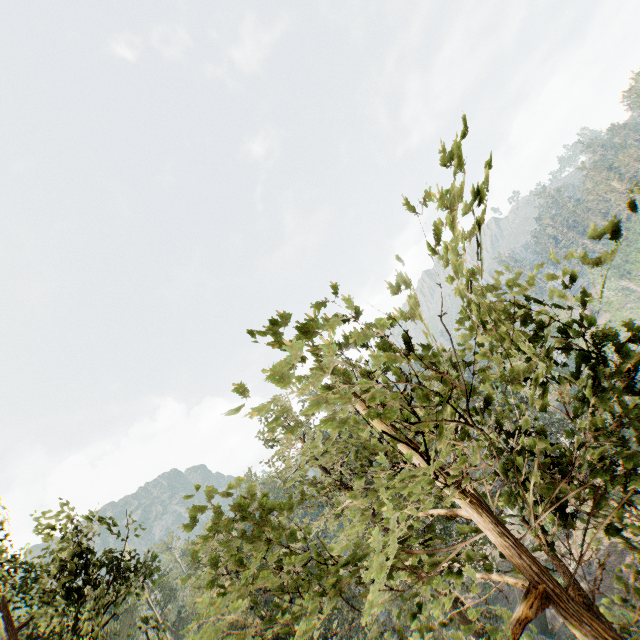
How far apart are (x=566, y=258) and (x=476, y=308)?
0.98m

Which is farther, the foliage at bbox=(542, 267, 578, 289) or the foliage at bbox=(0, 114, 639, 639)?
the foliage at bbox=(542, 267, 578, 289)

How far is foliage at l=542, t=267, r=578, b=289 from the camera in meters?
3.0 m

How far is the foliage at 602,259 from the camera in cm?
251
